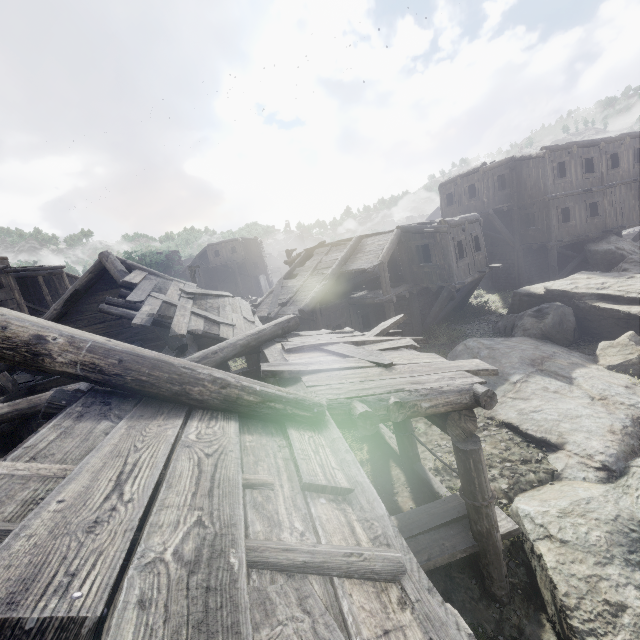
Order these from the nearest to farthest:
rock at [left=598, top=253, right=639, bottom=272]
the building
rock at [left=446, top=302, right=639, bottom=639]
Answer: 1. the building
2. rock at [left=446, top=302, right=639, bottom=639]
3. rock at [left=598, top=253, right=639, bottom=272]

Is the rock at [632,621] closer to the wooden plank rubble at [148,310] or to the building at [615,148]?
the building at [615,148]

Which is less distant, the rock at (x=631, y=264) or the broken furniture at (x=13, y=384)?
the broken furniture at (x=13, y=384)

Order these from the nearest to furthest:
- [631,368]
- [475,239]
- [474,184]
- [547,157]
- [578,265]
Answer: [631,368]
[475,239]
[547,157]
[578,265]
[474,184]

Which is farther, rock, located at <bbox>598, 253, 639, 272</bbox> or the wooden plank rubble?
rock, located at <bbox>598, 253, 639, 272</bbox>

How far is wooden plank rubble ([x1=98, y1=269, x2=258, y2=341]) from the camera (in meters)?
7.77

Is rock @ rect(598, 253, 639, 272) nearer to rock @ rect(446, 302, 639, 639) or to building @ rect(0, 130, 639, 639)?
building @ rect(0, 130, 639, 639)

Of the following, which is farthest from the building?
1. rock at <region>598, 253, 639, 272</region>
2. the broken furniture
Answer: rock at <region>598, 253, 639, 272</region>
